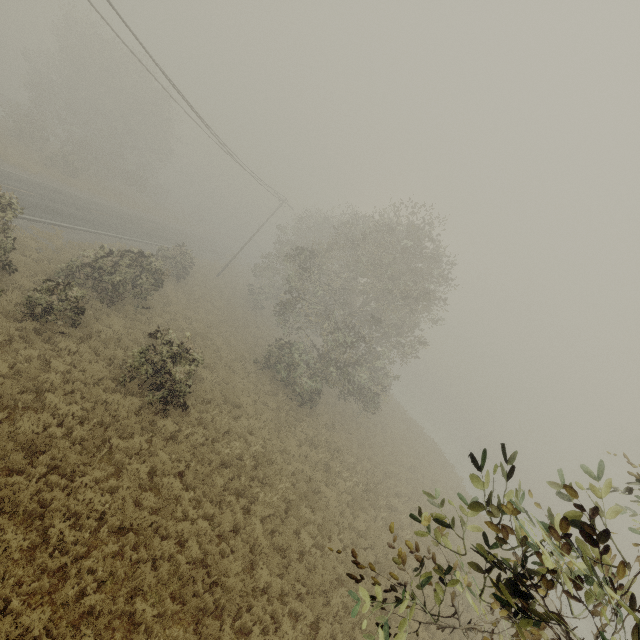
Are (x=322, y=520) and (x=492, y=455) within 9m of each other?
no
